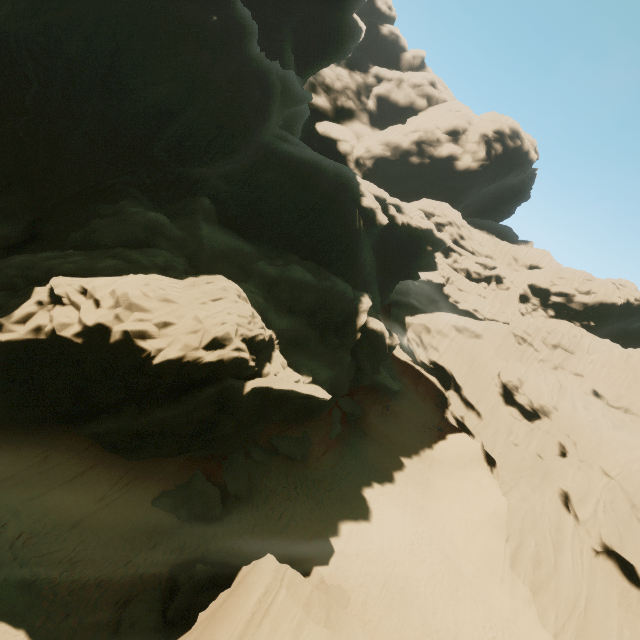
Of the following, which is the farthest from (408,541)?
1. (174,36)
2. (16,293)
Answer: (174,36)

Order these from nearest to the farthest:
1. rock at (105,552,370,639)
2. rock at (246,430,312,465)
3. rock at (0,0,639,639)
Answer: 1. rock at (105,552,370,639)
2. rock at (0,0,639,639)
3. rock at (246,430,312,465)

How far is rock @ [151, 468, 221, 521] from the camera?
17.2 meters

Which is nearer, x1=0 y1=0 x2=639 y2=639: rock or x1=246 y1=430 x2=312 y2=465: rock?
x1=0 y1=0 x2=639 y2=639: rock

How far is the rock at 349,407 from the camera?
33.03m

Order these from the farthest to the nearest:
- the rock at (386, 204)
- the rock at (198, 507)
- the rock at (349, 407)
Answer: the rock at (349, 407), the rock at (198, 507), the rock at (386, 204)

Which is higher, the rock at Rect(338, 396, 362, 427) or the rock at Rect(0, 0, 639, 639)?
the rock at Rect(0, 0, 639, 639)
